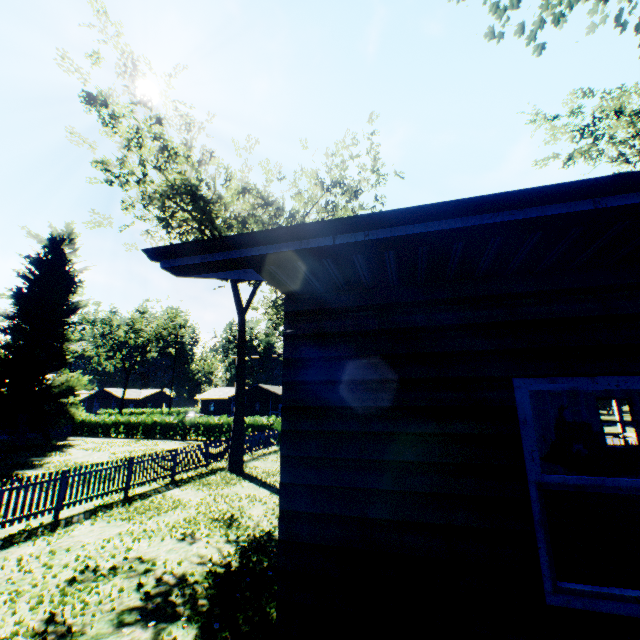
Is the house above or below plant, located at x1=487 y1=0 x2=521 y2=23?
below

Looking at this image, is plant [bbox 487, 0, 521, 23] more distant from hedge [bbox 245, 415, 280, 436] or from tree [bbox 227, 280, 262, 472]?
hedge [bbox 245, 415, 280, 436]

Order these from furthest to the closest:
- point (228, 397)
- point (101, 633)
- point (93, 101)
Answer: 1. point (228, 397)
2. point (93, 101)
3. point (101, 633)

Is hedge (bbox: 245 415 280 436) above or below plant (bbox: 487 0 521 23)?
below

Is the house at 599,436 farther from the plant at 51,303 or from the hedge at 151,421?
the hedge at 151,421

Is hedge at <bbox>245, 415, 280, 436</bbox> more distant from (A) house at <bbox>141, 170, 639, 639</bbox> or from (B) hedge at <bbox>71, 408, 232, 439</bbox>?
(A) house at <bbox>141, 170, 639, 639</bbox>

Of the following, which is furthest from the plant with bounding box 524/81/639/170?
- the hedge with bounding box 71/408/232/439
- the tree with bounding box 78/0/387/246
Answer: the hedge with bounding box 71/408/232/439

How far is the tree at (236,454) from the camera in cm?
1622
